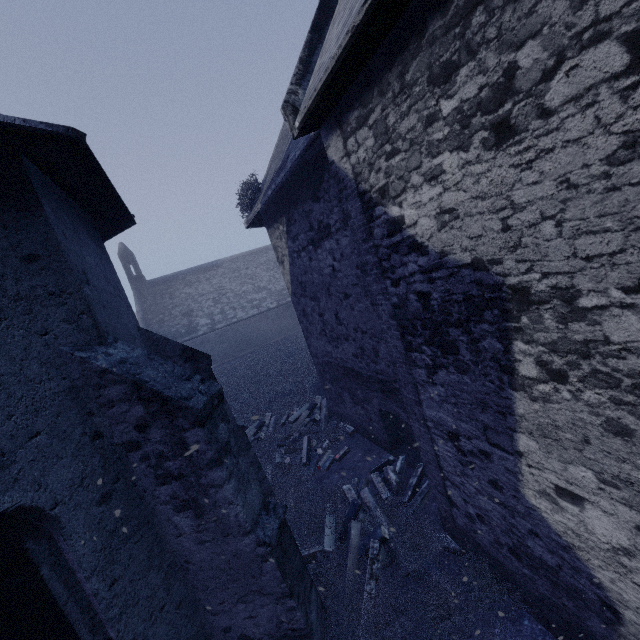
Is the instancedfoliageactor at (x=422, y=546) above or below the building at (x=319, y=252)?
below

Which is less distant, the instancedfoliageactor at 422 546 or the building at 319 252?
the building at 319 252

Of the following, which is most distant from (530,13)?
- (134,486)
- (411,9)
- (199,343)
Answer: (199,343)

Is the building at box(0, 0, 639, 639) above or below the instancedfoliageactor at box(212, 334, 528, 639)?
above

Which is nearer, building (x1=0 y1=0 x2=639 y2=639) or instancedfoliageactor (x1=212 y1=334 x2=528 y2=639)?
building (x1=0 y1=0 x2=639 y2=639)
